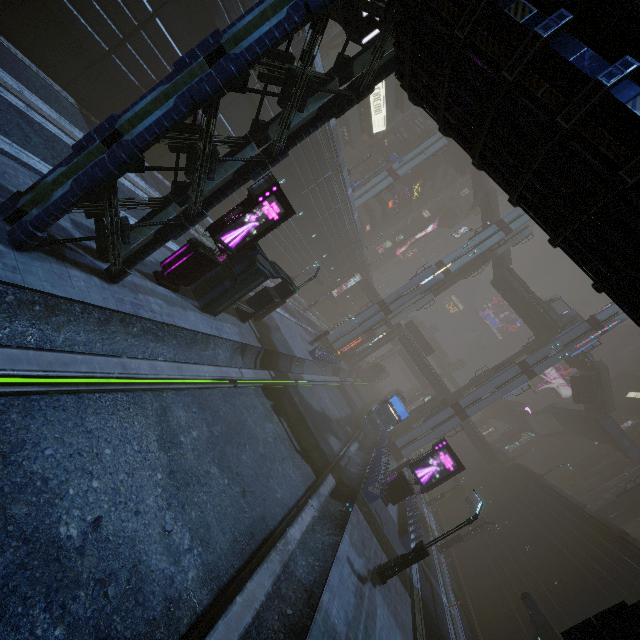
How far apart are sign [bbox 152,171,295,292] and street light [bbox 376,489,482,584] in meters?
14.2 m

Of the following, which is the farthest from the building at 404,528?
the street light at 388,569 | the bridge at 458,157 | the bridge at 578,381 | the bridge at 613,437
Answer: the bridge at 578,381

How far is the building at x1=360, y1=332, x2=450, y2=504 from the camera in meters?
19.5

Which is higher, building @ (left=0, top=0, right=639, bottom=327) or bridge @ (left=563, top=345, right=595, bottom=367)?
bridge @ (left=563, top=345, right=595, bottom=367)

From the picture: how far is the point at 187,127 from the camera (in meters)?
8.29

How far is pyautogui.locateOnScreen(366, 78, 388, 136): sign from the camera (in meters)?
41.34

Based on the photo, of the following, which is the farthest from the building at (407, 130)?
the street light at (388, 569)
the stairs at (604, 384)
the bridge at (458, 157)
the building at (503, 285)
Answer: the building at (503, 285)

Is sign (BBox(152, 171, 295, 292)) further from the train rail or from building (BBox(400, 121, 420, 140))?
the train rail
